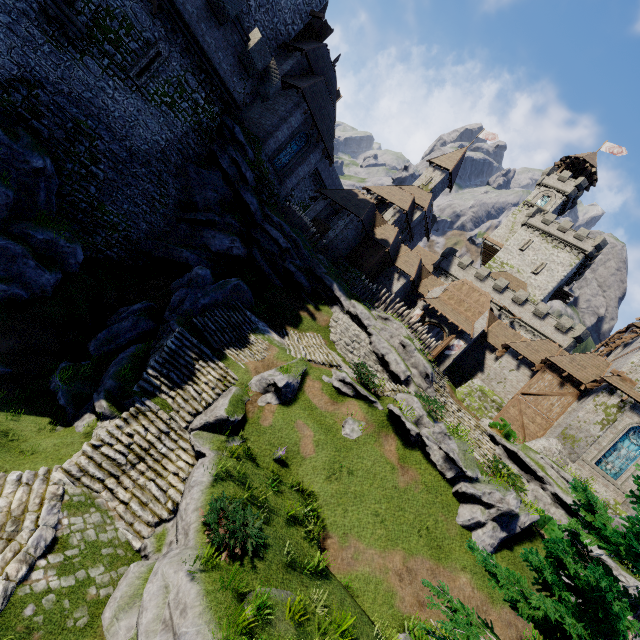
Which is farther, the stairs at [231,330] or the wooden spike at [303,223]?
the wooden spike at [303,223]

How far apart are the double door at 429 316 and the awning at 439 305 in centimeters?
45cm

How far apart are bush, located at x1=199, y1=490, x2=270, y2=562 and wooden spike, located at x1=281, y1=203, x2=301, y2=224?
23.7 meters

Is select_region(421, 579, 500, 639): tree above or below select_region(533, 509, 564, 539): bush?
below

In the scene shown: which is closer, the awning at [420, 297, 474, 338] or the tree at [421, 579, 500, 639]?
the tree at [421, 579, 500, 639]

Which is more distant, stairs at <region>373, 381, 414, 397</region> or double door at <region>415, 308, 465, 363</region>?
double door at <region>415, 308, 465, 363</region>

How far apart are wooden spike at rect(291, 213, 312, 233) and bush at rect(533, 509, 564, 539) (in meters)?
25.69

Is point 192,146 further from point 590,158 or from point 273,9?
point 590,158
